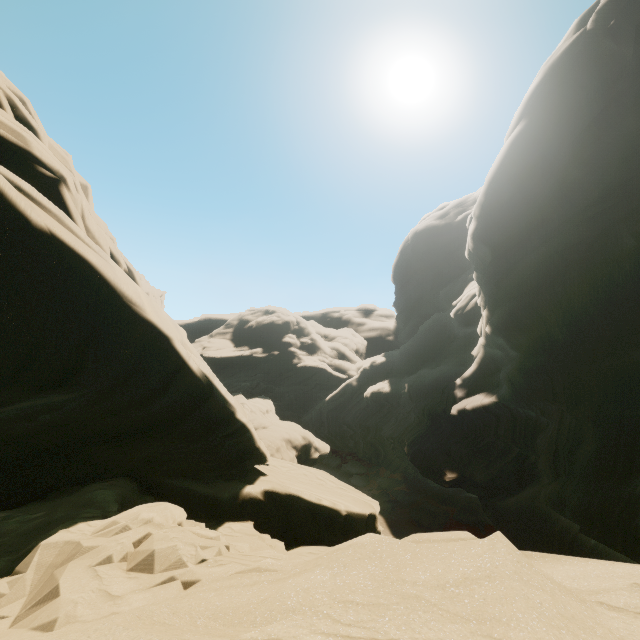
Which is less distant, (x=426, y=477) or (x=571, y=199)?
(x=571, y=199)
